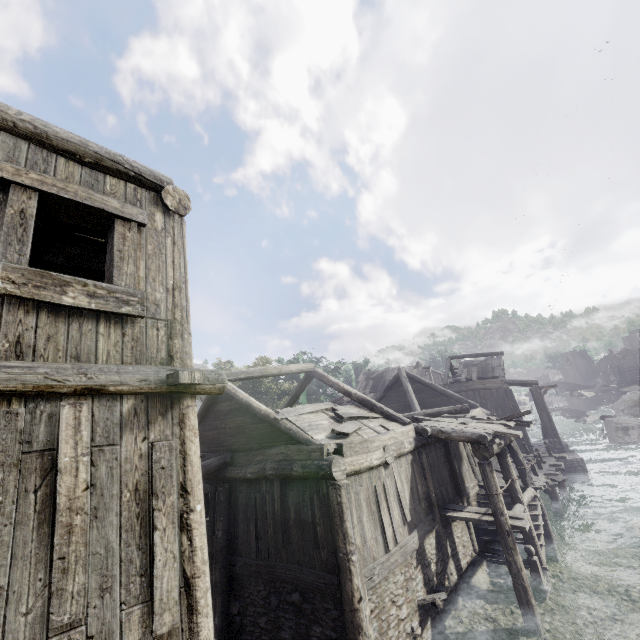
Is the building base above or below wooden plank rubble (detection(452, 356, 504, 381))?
below

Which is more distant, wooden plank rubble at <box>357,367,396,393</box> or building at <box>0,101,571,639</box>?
wooden plank rubble at <box>357,367,396,393</box>

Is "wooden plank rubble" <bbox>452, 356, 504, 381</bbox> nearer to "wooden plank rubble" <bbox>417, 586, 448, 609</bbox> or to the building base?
the building base

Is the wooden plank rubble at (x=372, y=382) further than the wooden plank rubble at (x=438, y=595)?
Yes

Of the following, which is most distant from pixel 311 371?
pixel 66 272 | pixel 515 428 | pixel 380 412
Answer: pixel 515 428

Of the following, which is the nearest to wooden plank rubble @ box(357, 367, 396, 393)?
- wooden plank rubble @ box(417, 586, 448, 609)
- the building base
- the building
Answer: the building

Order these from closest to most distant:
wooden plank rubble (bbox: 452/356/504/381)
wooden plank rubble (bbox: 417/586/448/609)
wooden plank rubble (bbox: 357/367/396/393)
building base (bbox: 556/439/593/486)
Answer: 1. wooden plank rubble (bbox: 417/586/448/609)
2. building base (bbox: 556/439/593/486)
3. wooden plank rubble (bbox: 452/356/504/381)
4. wooden plank rubble (bbox: 357/367/396/393)

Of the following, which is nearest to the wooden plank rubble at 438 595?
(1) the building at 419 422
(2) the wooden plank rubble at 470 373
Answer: (1) the building at 419 422
